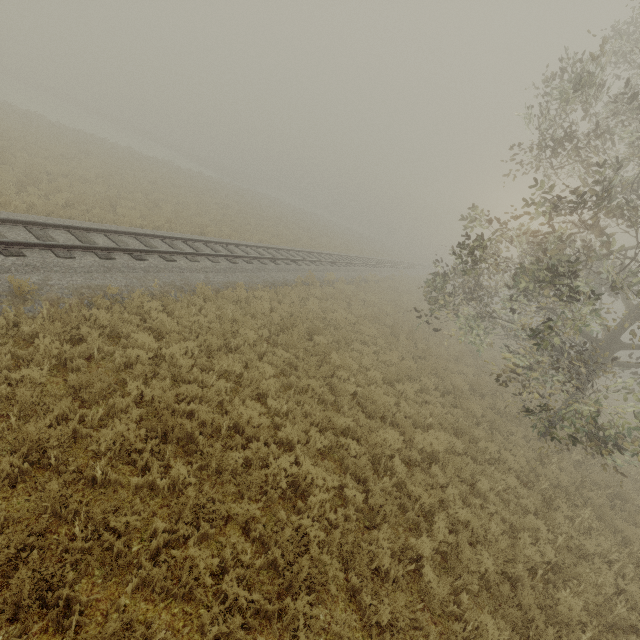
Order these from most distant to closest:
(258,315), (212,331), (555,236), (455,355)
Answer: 1. (455,355)
2. (258,315)
3. (212,331)
4. (555,236)
